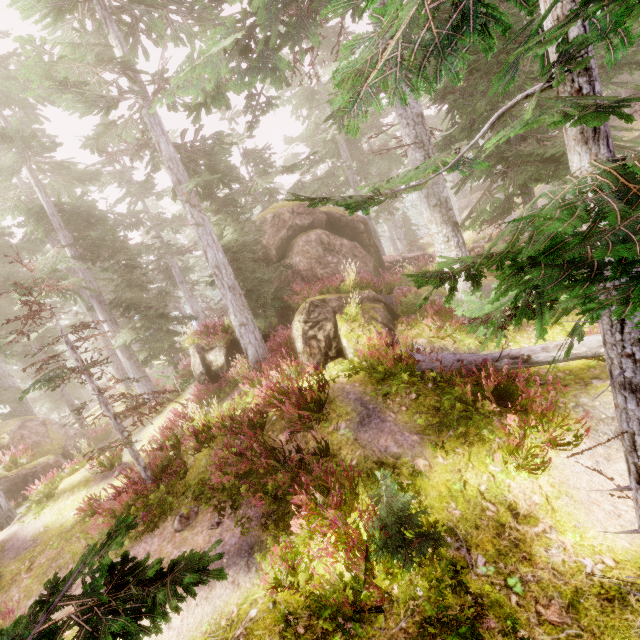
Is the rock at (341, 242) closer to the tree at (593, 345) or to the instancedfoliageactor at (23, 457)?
the instancedfoliageactor at (23, 457)

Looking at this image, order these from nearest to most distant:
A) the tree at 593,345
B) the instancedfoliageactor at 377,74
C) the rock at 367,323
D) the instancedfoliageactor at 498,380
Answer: the instancedfoliageactor at 377,74 → the instancedfoliageactor at 498,380 → the tree at 593,345 → the rock at 367,323

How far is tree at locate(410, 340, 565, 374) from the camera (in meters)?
6.90

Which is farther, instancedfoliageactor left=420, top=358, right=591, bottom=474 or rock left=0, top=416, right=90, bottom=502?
rock left=0, top=416, right=90, bottom=502

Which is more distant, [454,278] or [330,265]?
[330,265]

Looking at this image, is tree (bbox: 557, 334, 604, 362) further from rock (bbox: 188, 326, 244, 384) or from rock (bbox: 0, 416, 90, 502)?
rock (bbox: 0, 416, 90, 502)

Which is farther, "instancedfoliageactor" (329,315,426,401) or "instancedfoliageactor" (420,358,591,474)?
"instancedfoliageactor" (329,315,426,401)

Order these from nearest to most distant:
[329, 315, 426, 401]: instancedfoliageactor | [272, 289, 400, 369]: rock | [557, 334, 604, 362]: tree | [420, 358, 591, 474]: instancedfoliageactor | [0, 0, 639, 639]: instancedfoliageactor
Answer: [0, 0, 639, 639]: instancedfoliageactor
[420, 358, 591, 474]: instancedfoliageactor
[557, 334, 604, 362]: tree
[329, 315, 426, 401]: instancedfoliageactor
[272, 289, 400, 369]: rock
